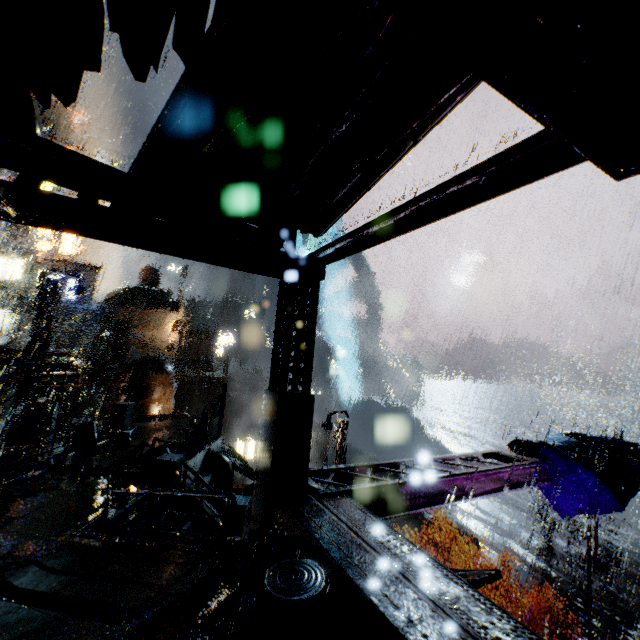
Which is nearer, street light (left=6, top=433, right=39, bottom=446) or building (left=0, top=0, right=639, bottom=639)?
building (left=0, top=0, right=639, bottom=639)

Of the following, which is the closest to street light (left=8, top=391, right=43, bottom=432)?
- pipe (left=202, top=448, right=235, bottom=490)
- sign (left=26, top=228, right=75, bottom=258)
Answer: pipe (left=202, top=448, right=235, bottom=490)

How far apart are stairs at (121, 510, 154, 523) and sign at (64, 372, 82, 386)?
18.0m

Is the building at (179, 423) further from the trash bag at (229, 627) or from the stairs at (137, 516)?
the trash bag at (229, 627)

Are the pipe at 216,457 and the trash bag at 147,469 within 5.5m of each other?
yes

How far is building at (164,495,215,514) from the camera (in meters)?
12.61

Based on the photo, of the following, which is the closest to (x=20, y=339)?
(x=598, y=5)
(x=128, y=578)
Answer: (x=128, y=578)

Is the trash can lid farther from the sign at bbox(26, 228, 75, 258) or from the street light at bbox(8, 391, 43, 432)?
the sign at bbox(26, 228, 75, 258)
